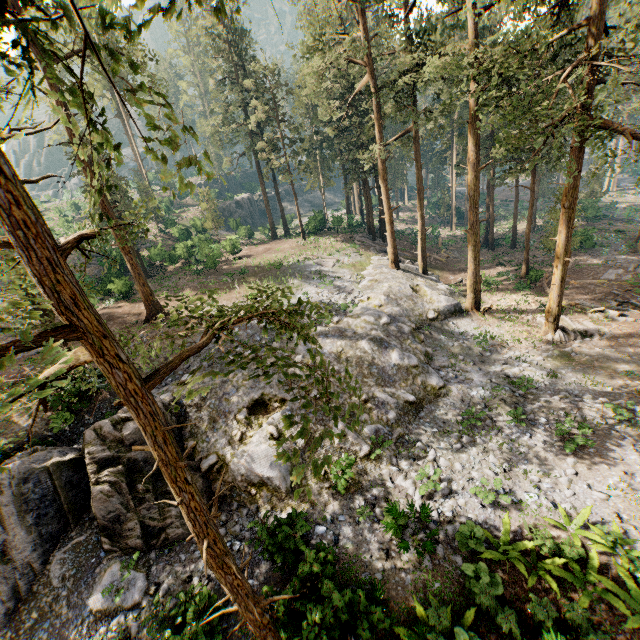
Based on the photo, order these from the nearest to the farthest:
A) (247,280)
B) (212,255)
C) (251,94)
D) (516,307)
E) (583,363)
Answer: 1. (583,363)
2. (516,307)
3. (247,280)
4. (212,255)
5. (251,94)

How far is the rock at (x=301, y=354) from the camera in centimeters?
1695cm

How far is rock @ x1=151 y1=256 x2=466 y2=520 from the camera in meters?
12.9

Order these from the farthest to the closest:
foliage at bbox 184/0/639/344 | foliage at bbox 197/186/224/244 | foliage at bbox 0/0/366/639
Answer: foliage at bbox 197/186/224/244
foliage at bbox 184/0/639/344
foliage at bbox 0/0/366/639

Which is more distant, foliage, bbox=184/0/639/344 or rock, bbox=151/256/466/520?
foliage, bbox=184/0/639/344

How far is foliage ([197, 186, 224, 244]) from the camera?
42.6 meters

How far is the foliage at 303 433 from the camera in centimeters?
278cm
